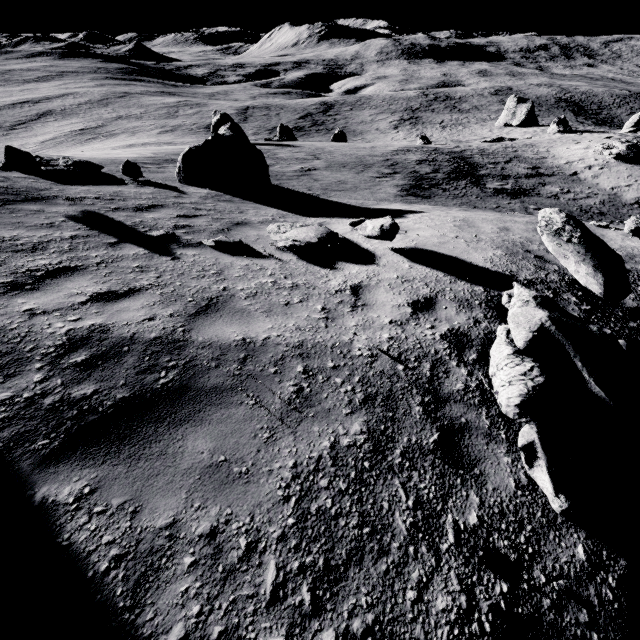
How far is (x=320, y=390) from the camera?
3.2m

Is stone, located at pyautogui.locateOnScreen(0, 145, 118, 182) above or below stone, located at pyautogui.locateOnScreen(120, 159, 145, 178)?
above

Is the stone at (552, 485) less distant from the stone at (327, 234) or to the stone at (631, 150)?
the stone at (327, 234)

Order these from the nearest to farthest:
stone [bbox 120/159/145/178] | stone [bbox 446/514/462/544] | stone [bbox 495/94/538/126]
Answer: stone [bbox 446/514/462/544], stone [bbox 120/159/145/178], stone [bbox 495/94/538/126]

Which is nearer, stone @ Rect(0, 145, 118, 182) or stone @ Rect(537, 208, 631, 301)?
stone @ Rect(537, 208, 631, 301)

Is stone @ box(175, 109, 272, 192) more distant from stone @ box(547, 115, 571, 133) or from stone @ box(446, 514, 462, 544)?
stone @ box(547, 115, 571, 133)

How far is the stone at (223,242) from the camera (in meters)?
5.93

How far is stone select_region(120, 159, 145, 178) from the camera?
10.18m
